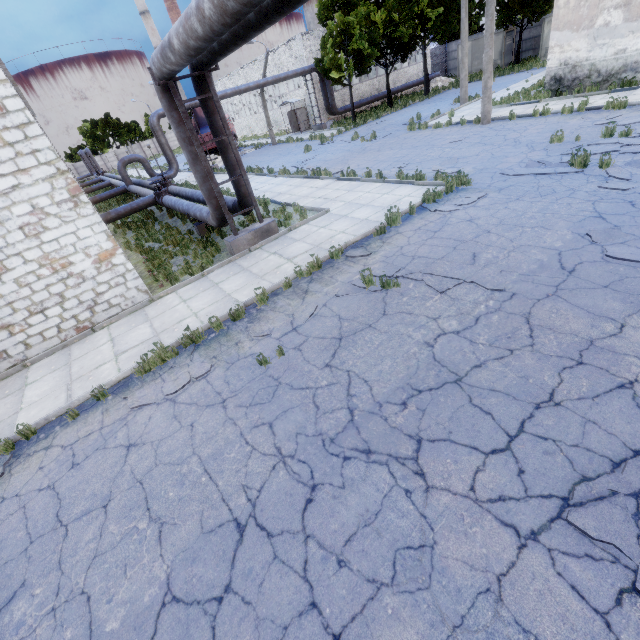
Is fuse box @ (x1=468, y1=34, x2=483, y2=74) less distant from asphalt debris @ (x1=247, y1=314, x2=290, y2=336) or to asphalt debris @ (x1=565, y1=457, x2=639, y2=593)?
asphalt debris @ (x1=247, y1=314, x2=290, y2=336)

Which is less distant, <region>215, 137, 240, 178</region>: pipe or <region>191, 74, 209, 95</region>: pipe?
<region>191, 74, 209, 95</region>: pipe

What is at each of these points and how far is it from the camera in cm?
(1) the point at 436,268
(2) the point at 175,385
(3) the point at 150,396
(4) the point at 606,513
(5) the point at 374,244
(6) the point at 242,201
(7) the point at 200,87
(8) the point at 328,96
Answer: (1) asphalt debris, 692
(2) asphalt debris, 598
(3) asphalt debris, 598
(4) asphalt debris, 294
(5) asphalt debris, 862
(6) pipe, 1070
(7) pipe, 879
(8) pipe, 3203

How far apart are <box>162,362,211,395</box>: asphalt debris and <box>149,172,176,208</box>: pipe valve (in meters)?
12.60

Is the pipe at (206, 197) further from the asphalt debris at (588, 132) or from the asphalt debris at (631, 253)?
the asphalt debris at (588, 132)

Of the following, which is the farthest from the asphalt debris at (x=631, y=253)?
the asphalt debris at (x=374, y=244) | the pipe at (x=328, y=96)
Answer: the pipe at (x=328, y=96)

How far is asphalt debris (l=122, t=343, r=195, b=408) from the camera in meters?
5.9

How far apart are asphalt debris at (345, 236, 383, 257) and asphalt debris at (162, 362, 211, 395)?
4.32m
